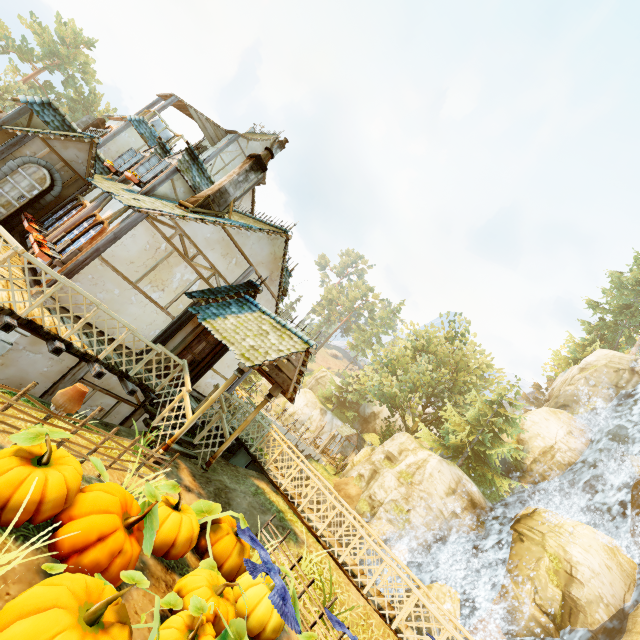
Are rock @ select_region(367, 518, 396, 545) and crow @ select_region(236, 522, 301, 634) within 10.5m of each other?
no

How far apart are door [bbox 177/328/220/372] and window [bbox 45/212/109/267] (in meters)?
3.60

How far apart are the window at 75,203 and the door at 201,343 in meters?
5.1 m

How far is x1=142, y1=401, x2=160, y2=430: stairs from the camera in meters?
7.9 m

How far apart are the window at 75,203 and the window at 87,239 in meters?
0.8 m

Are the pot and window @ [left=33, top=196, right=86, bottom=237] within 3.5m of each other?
no

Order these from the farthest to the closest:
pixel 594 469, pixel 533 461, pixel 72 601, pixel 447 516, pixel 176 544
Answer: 1. pixel 533 461
2. pixel 594 469
3. pixel 447 516
4. pixel 176 544
5. pixel 72 601

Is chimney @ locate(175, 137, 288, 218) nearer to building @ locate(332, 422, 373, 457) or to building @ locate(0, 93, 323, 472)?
building @ locate(0, 93, 323, 472)
